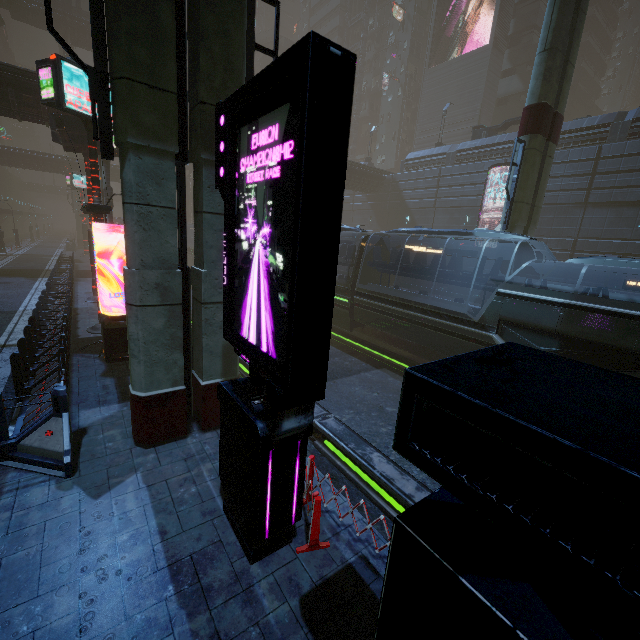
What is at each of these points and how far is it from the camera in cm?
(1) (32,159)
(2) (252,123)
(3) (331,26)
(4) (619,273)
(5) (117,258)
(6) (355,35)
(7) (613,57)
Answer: (1) building, 4056
(2) sign, 373
(3) building, 5472
(4) building, 1978
(5) building, 3566
(6) building, 5469
(7) building, 5956

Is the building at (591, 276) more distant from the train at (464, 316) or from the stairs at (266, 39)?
the stairs at (266, 39)

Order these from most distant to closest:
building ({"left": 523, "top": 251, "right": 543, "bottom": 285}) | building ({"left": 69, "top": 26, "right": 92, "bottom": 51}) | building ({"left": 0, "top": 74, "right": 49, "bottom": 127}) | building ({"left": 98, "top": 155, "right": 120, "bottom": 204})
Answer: building ({"left": 69, "top": 26, "right": 92, "bottom": 51}) < building ({"left": 523, "top": 251, "right": 543, "bottom": 285}) < building ({"left": 98, "top": 155, "right": 120, "bottom": 204}) < building ({"left": 0, "top": 74, "right": 49, "bottom": 127})

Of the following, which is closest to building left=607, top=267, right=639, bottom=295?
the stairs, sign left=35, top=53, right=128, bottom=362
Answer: sign left=35, top=53, right=128, bottom=362

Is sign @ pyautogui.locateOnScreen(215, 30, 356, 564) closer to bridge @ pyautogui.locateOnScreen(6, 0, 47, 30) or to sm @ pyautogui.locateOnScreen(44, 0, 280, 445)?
sm @ pyautogui.locateOnScreen(44, 0, 280, 445)

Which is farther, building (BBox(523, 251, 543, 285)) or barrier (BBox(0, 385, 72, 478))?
building (BBox(523, 251, 543, 285))

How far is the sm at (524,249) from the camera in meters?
14.2

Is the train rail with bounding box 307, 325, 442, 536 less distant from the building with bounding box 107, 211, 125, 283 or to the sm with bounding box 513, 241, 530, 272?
the building with bounding box 107, 211, 125, 283
